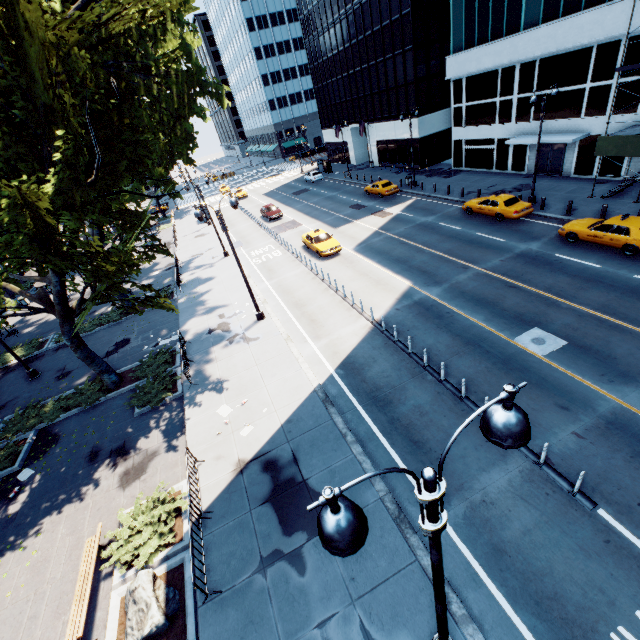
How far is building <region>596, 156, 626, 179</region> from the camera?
24.2 meters

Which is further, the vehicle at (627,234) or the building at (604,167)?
the building at (604,167)

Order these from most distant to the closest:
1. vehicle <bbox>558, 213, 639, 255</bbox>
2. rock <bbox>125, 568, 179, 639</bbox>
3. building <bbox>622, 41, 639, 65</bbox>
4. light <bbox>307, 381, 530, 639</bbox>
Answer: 1. building <bbox>622, 41, 639, 65</bbox>
2. vehicle <bbox>558, 213, 639, 255</bbox>
3. rock <bbox>125, 568, 179, 639</bbox>
4. light <bbox>307, 381, 530, 639</bbox>

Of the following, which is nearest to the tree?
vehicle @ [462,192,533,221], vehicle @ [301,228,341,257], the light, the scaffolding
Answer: the light

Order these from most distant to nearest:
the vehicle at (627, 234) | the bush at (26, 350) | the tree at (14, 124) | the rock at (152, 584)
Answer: the bush at (26, 350) → the vehicle at (627, 234) → the tree at (14, 124) → the rock at (152, 584)

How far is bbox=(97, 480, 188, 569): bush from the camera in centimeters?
974cm

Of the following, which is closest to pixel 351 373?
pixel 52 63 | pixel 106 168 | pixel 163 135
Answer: pixel 106 168

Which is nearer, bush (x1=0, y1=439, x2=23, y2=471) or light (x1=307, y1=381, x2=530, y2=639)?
light (x1=307, y1=381, x2=530, y2=639)
